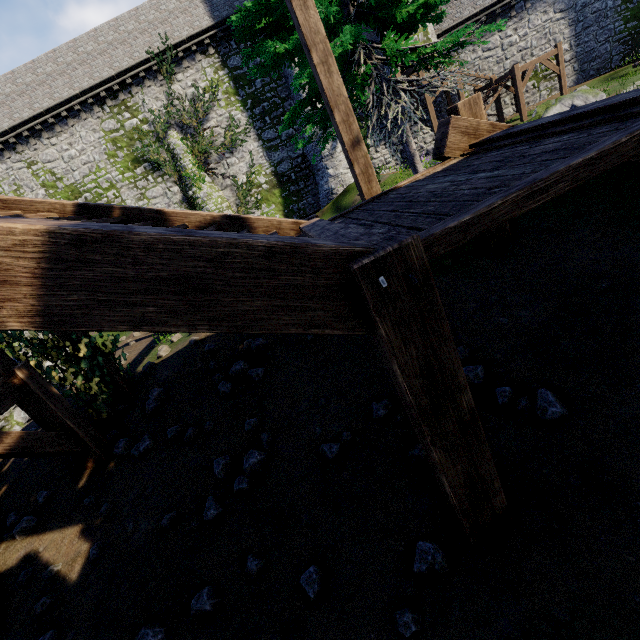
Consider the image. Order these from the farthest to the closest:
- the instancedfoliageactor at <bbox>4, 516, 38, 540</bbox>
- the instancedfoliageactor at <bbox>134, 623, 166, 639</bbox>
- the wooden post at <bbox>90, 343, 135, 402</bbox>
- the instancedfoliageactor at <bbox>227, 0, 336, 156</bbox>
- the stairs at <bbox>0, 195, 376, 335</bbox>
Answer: the instancedfoliageactor at <bbox>227, 0, 336, 156</bbox> → the wooden post at <bbox>90, 343, 135, 402</bbox> → the instancedfoliageactor at <bbox>4, 516, 38, 540</bbox> → the instancedfoliageactor at <bbox>134, 623, 166, 639</bbox> → the stairs at <bbox>0, 195, 376, 335</bbox>

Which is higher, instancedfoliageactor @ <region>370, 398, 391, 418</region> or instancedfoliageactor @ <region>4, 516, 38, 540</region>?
instancedfoliageactor @ <region>4, 516, 38, 540</region>

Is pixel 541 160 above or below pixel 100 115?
below

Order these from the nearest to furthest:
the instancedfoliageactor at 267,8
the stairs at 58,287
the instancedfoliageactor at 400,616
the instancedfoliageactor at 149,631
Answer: the stairs at 58,287, the instancedfoliageactor at 400,616, the instancedfoliageactor at 149,631, the instancedfoliageactor at 267,8

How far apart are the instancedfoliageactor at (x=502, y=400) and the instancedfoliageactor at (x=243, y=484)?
2.8m

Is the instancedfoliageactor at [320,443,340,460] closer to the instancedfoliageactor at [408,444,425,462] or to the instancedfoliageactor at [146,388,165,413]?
the instancedfoliageactor at [408,444,425,462]

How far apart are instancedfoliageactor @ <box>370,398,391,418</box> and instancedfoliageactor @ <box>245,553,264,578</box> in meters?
1.9 m

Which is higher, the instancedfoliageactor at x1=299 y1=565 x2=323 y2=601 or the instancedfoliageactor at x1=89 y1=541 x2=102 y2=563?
the instancedfoliageactor at x1=89 y1=541 x2=102 y2=563
